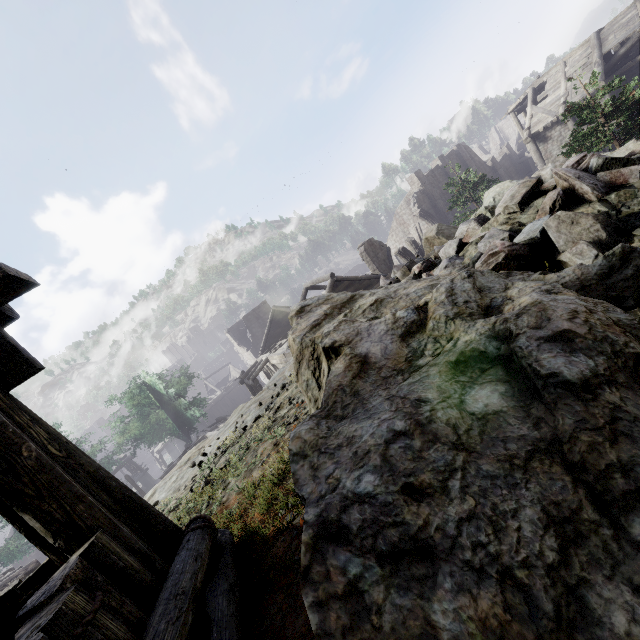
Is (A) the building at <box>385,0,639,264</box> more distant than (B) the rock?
Yes

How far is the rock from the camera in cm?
639

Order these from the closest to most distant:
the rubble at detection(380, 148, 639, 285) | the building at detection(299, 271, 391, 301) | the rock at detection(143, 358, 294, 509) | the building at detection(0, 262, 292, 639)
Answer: the building at detection(0, 262, 292, 639), the rubble at detection(380, 148, 639, 285), the rock at detection(143, 358, 294, 509), the building at detection(299, 271, 391, 301)

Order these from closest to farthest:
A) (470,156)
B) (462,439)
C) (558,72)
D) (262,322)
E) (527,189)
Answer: (462,439)
(527,189)
(558,72)
(470,156)
(262,322)

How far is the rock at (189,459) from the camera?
6.39m

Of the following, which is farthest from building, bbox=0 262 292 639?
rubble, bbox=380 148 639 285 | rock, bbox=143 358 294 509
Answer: rubble, bbox=380 148 639 285

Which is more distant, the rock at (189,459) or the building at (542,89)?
the building at (542,89)
